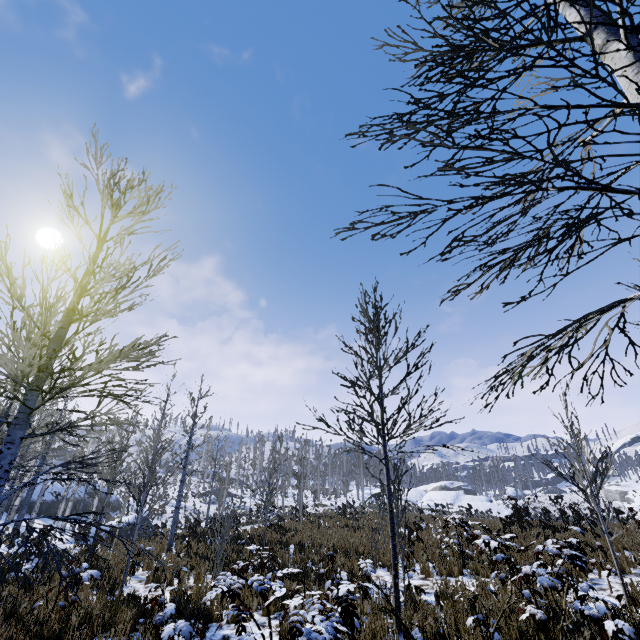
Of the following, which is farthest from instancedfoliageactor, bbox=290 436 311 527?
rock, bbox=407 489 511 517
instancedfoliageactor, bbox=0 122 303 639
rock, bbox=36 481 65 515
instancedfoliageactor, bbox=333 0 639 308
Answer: rock, bbox=36 481 65 515

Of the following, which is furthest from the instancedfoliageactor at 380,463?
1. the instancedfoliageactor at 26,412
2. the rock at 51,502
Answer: the rock at 51,502

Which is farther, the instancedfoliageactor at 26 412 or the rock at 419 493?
the rock at 419 493

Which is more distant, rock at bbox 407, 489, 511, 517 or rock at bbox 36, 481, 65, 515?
rock at bbox 407, 489, 511, 517

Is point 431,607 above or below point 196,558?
above

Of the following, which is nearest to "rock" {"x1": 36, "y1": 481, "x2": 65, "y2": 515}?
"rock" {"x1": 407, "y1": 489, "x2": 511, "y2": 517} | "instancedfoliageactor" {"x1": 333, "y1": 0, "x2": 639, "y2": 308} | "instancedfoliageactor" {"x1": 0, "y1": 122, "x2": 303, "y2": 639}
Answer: "instancedfoliageactor" {"x1": 0, "y1": 122, "x2": 303, "y2": 639}

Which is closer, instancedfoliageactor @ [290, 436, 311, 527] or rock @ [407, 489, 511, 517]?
instancedfoliageactor @ [290, 436, 311, 527]

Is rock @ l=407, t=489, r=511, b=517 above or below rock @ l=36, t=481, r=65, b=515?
above
